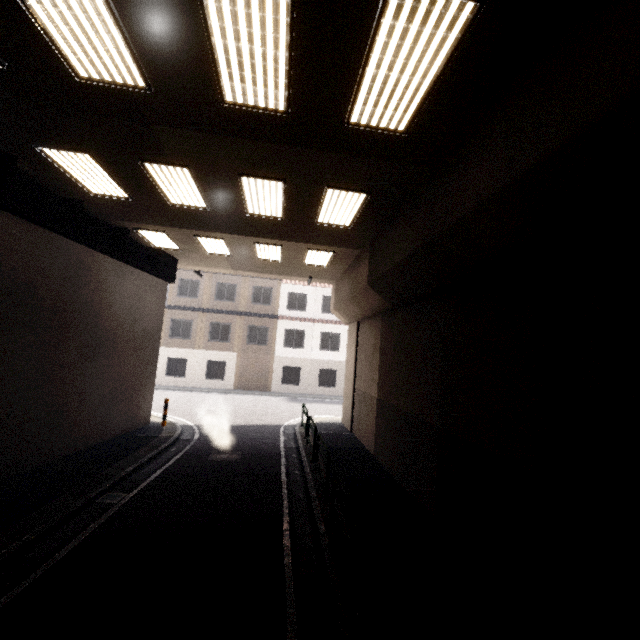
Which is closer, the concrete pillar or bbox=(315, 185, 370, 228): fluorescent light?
the concrete pillar

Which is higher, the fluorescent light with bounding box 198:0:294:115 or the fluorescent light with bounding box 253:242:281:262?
the fluorescent light with bounding box 253:242:281:262

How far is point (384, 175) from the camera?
6.4 meters

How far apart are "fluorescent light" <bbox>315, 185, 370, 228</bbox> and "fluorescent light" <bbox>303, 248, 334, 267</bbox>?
2.3 meters

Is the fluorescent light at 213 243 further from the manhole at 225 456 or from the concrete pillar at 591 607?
the manhole at 225 456

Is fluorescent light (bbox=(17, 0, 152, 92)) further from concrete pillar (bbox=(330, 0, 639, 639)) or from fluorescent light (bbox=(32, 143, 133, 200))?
concrete pillar (bbox=(330, 0, 639, 639))

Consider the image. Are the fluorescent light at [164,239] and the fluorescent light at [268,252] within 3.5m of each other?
yes

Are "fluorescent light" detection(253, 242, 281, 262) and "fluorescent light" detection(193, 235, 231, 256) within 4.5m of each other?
yes
